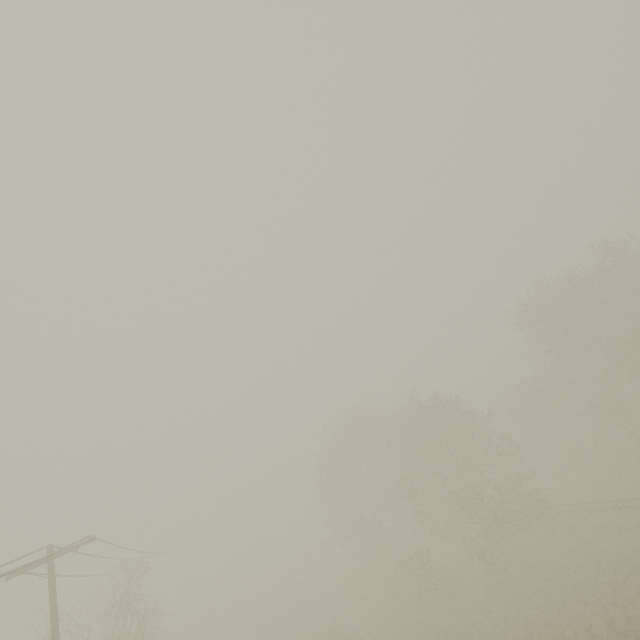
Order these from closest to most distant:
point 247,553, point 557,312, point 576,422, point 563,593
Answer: point 563,593, point 247,553, point 557,312, point 576,422
